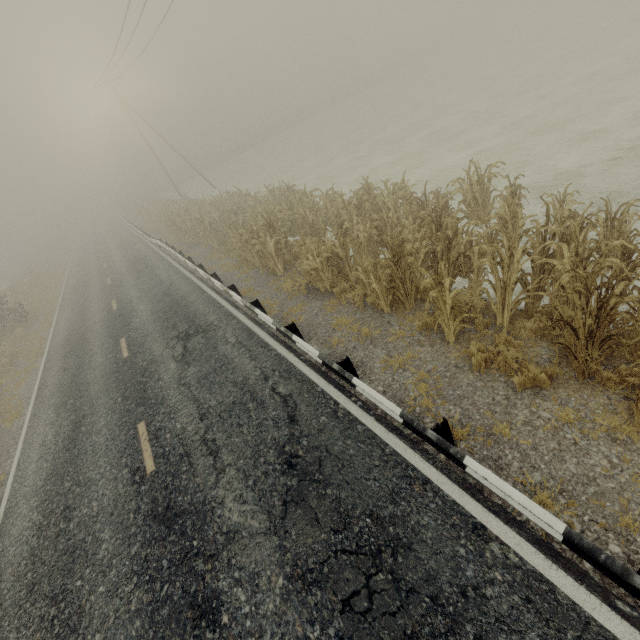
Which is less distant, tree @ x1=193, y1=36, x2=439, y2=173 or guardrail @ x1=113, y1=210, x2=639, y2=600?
guardrail @ x1=113, y1=210, x2=639, y2=600

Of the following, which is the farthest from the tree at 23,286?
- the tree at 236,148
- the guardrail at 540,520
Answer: the tree at 236,148

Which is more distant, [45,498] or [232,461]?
[45,498]

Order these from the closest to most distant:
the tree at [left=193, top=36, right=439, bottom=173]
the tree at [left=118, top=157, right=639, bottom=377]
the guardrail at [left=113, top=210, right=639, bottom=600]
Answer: the guardrail at [left=113, top=210, right=639, bottom=600] → the tree at [left=118, top=157, right=639, bottom=377] → the tree at [left=193, top=36, right=439, bottom=173]

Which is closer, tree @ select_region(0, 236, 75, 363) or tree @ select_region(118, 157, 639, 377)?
tree @ select_region(118, 157, 639, 377)

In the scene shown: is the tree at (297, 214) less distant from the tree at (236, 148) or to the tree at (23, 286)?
the tree at (23, 286)

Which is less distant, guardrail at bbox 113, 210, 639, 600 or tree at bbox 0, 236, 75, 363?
guardrail at bbox 113, 210, 639, 600

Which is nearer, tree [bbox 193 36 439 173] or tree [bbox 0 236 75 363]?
tree [bbox 0 236 75 363]
